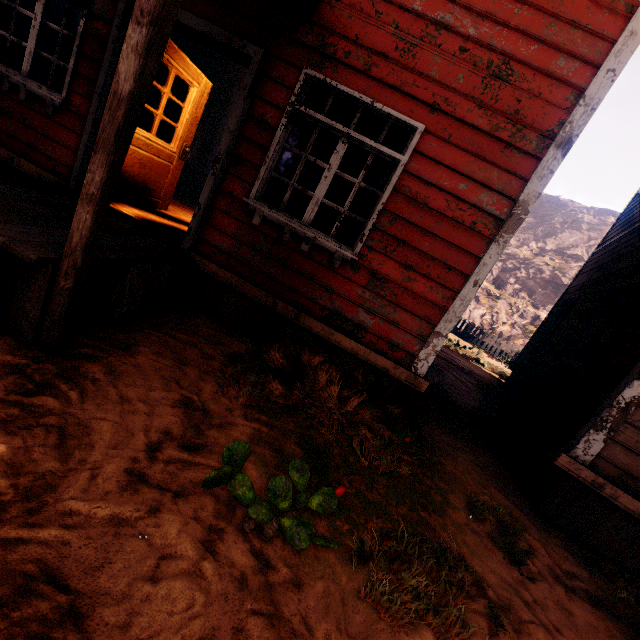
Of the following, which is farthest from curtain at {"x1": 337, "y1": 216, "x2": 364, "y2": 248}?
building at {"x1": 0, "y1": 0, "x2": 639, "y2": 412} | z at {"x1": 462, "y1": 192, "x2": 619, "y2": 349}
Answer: z at {"x1": 462, "y1": 192, "x2": 619, "y2": 349}

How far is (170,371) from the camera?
2.8 meters

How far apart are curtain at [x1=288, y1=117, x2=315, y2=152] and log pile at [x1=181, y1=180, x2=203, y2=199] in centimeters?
783cm

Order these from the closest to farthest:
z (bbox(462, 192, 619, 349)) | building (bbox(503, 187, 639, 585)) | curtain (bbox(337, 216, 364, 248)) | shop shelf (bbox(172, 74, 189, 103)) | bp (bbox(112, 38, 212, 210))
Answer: building (bbox(503, 187, 639, 585)) → curtain (bbox(337, 216, 364, 248)) → bp (bbox(112, 38, 212, 210)) → shop shelf (bbox(172, 74, 189, 103)) → z (bbox(462, 192, 619, 349))

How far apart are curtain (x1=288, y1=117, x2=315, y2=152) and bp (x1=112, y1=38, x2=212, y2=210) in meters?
2.1 m

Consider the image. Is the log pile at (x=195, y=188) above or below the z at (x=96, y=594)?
above

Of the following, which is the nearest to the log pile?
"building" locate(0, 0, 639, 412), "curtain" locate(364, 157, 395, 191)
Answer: "building" locate(0, 0, 639, 412)

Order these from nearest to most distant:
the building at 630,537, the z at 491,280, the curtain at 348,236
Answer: the building at 630,537
the curtain at 348,236
the z at 491,280
